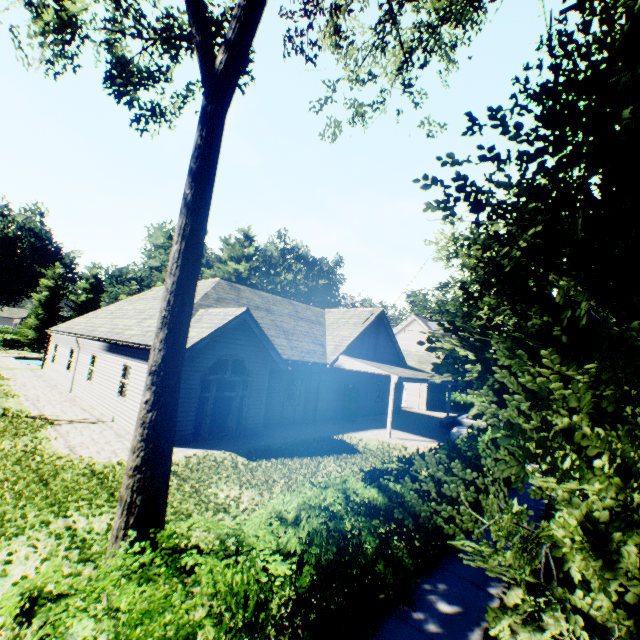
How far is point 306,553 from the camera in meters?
3.4 m

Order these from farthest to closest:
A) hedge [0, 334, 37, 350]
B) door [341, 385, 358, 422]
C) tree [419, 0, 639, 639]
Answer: hedge [0, 334, 37, 350]
door [341, 385, 358, 422]
tree [419, 0, 639, 639]

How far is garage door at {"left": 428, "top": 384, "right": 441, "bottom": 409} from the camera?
31.11m

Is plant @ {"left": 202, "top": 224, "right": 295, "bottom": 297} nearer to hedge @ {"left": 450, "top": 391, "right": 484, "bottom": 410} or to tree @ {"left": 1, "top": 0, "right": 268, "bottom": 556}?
tree @ {"left": 1, "top": 0, "right": 268, "bottom": 556}

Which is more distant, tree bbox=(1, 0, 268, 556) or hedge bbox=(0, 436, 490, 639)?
tree bbox=(1, 0, 268, 556)

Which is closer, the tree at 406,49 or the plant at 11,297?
the tree at 406,49

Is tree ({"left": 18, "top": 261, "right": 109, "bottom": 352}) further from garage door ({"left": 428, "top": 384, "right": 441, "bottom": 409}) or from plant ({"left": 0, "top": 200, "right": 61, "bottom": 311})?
garage door ({"left": 428, "top": 384, "right": 441, "bottom": 409})

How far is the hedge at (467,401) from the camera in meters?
34.2
